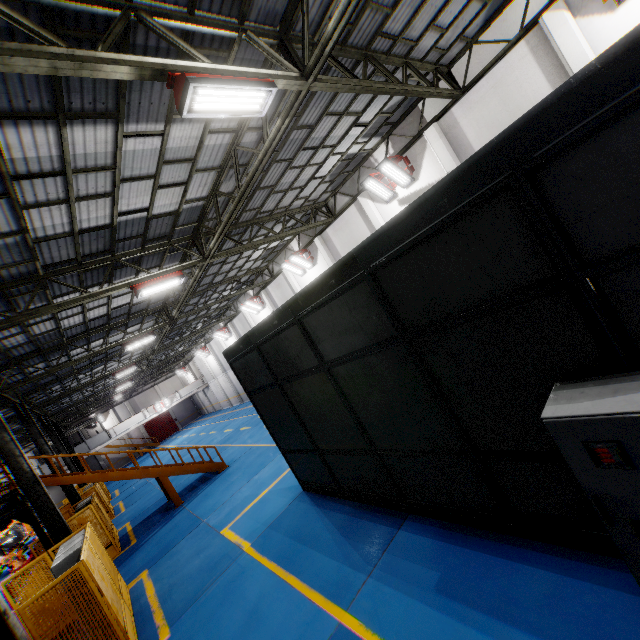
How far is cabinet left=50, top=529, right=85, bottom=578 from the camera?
7.19m

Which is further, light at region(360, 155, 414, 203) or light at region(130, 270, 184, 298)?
light at region(360, 155, 414, 203)

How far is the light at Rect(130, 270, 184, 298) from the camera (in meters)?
10.50

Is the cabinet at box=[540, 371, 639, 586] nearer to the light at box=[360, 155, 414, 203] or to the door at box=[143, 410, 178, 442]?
the light at box=[360, 155, 414, 203]

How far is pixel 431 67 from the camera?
10.1 meters

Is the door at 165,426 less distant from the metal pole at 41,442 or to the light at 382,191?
the metal pole at 41,442

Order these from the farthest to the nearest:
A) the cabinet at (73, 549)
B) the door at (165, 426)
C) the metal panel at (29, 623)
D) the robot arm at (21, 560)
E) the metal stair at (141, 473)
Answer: the door at (165, 426) → the robot arm at (21, 560) → the metal stair at (141, 473) → the cabinet at (73, 549) → the metal panel at (29, 623)

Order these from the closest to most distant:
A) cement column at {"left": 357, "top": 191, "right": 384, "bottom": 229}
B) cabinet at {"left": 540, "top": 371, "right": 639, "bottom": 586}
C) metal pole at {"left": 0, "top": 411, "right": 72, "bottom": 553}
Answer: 1. cabinet at {"left": 540, "top": 371, "right": 639, "bottom": 586}
2. metal pole at {"left": 0, "top": 411, "right": 72, "bottom": 553}
3. cement column at {"left": 357, "top": 191, "right": 384, "bottom": 229}
